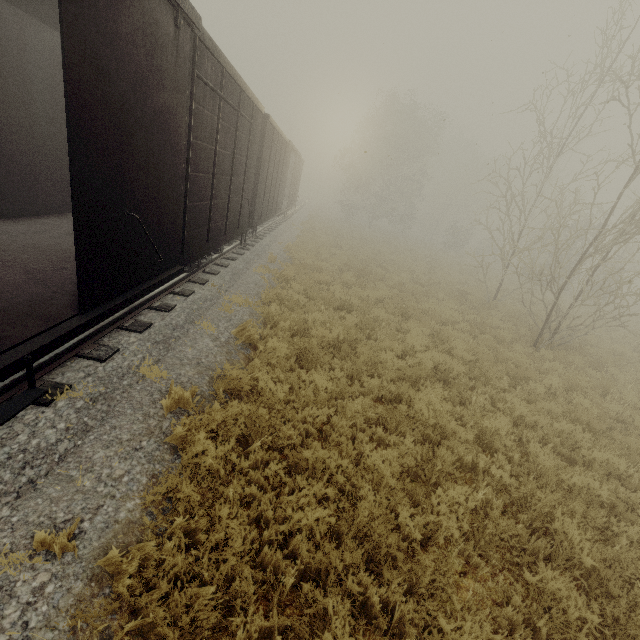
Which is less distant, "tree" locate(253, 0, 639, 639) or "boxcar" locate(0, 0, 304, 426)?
"boxcar" locate(0, 0, 304, 426)

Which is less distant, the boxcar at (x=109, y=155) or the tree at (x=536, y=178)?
the boxcar at (x=109, y=155)

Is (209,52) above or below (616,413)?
above
